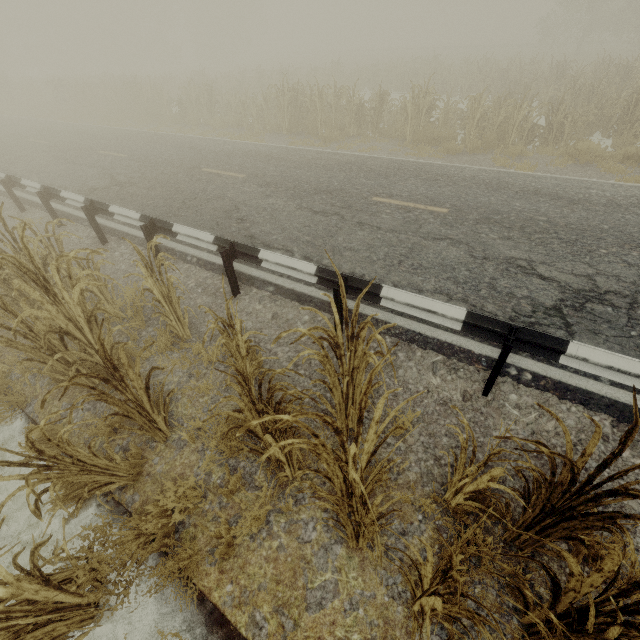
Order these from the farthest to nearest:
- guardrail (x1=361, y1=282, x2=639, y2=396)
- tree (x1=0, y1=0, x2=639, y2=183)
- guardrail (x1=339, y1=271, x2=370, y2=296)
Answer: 1. tree (x1=0, y1=0, x2=639, y2=183)
2. guardrail (x1=339, y1=271, x2=370, y2=296)
3. guardrail (x1=361, y1=282, x2=639, y2=396)

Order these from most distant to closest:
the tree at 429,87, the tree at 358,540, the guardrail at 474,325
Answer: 1. the tree at 429,87
2. the guardrail at 474,325
3. the tree at 358,540

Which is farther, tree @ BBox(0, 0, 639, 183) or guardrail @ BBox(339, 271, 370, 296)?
tree @ BBox(0, 0, 639, 183)

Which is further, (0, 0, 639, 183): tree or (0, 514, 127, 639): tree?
(0, 0, 639, 183): tree

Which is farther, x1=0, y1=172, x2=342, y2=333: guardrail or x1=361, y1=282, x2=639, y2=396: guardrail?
x1=0, y1=172, x2=342, y2=333: guardrail

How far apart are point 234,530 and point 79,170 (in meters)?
12.90

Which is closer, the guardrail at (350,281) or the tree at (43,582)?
the tree at (43,582)
